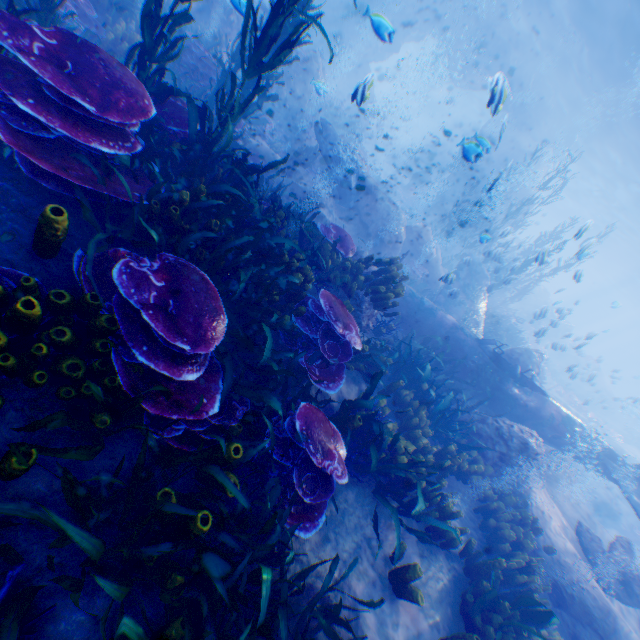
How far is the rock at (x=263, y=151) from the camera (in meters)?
11.59

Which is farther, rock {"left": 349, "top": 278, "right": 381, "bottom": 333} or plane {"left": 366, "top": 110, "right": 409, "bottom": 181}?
plane {"left": 366, "top": 110, "right": 409, "bottom": 181}

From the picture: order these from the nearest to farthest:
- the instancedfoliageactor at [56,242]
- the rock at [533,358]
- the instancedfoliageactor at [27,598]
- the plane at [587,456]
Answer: the instancedfoliageactor at [27,598] → the instancedfoliageactor at [56,242] → the plane at [587,456] → the rock at [533,358]

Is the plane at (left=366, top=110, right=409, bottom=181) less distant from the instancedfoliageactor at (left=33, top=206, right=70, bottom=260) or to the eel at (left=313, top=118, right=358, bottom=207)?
the instancedfoliageactor at (left=33, top=206, right=70, bottom=260)

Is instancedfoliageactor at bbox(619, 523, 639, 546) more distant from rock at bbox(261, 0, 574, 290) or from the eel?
the eel

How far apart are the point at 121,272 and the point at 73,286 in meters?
0.8 m

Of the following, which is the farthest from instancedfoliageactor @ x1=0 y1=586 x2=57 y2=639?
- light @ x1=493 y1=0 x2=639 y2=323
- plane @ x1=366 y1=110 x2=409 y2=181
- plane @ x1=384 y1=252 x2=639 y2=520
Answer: plane @ x1=366 y1=110 x2=409 y2=181

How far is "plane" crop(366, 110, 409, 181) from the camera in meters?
37.0 m
